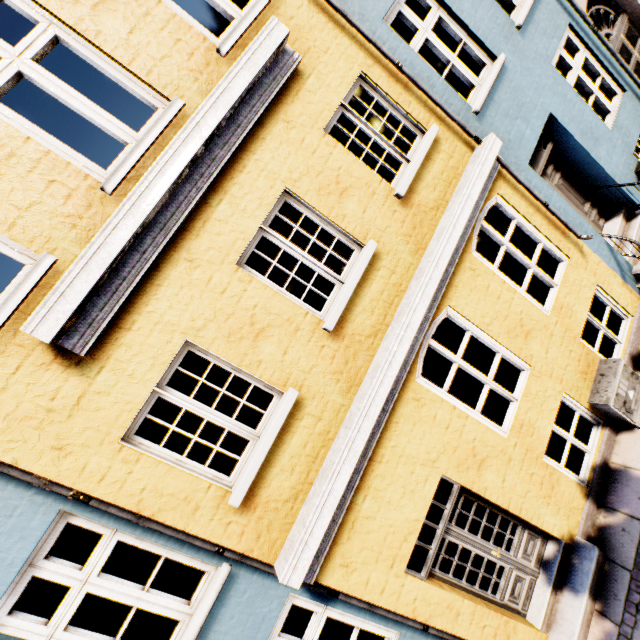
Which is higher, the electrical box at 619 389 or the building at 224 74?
the building at 224 74

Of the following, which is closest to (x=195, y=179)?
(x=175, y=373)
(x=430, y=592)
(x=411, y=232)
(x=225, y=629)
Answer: (x=411, y=232)

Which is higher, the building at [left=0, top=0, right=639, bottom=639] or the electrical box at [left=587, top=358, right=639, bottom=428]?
the building at [left=0, top=0, right=639, bottom=639]

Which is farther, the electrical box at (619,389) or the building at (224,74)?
the electrical box at (619,389)

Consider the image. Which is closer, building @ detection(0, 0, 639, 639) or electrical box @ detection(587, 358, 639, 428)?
building @ detection(0, 0, 639, 639)
